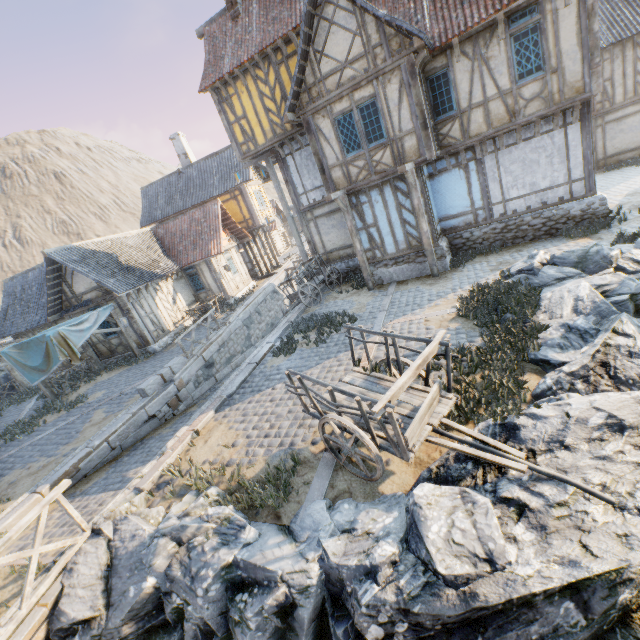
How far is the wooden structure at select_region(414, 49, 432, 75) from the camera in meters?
9.6 m

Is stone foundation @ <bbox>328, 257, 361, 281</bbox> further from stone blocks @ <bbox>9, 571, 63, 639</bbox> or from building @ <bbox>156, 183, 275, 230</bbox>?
building @ <bbox>156, 183, 275, 230</bbox>

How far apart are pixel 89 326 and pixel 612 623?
17.5m

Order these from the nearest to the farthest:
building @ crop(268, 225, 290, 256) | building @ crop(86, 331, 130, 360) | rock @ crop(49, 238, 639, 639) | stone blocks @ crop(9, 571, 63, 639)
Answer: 1. rock @ crop(49, 238, 639, 639)
2. stone blocks @ crop(9, 571, 63, 639)
3. building @ crop(86, 331, 130, 360)
4. building @ crop(268, 225, 290, 256)

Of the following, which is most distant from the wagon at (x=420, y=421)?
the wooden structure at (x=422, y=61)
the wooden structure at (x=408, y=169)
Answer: the wooden structure at (x=422, y=61)

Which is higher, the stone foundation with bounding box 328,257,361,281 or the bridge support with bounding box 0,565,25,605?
the stone foundation with bounding box 328,257,361,281

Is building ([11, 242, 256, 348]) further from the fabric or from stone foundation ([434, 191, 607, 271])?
stone foundation ([434, 191, 607, 271])

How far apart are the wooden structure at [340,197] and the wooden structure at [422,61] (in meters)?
4.08
